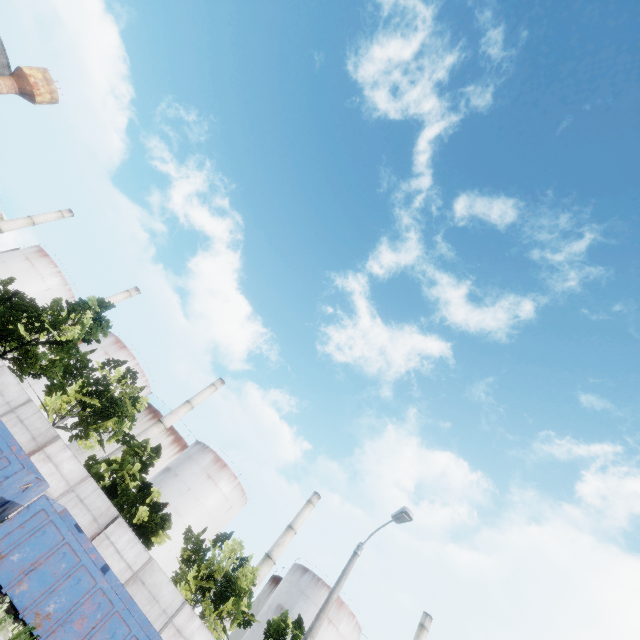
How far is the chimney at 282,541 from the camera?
44.4 meters

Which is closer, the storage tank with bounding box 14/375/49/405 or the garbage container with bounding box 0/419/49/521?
the garbage container with bounding box 0/419/49/521

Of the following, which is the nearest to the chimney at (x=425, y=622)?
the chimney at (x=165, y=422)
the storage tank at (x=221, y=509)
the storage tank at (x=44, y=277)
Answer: the storage tank at (x=221, y=509)

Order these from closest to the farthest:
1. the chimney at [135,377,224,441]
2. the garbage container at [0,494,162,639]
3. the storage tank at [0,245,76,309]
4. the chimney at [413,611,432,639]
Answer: the garbage container at [0,494,162,639]
the chimney at [135,377,224,441]
the chimney at [413,611,432,639]
the storage tank at [0,245,76,309]

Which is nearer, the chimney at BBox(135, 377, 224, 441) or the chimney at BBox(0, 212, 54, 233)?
the chimney at BBox(135, 377, 224, 441)

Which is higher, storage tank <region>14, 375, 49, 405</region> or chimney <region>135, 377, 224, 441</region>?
chimney <region>135, 377, 224, 441</region>

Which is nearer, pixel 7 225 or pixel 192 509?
pixel 192 509

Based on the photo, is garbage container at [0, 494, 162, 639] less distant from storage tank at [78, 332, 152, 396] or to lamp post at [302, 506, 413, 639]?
lamp post at [302, 506, 413, 639]
